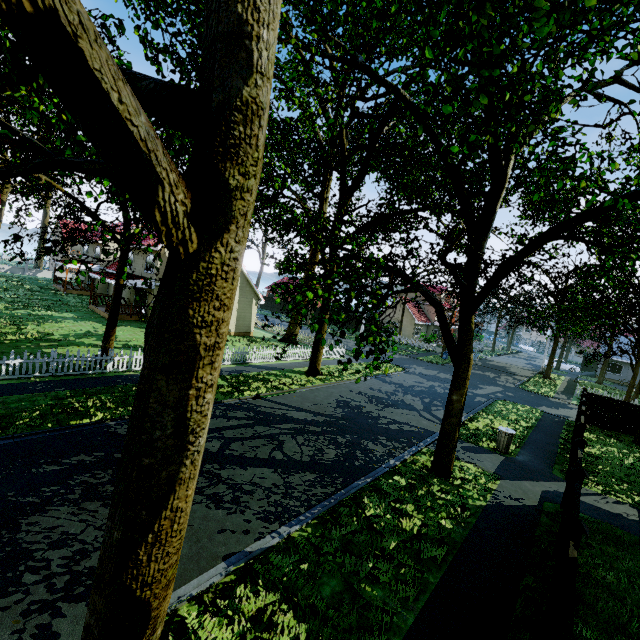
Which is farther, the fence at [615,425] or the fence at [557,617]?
the fence at [615,425]

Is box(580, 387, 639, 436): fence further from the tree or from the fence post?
the tree

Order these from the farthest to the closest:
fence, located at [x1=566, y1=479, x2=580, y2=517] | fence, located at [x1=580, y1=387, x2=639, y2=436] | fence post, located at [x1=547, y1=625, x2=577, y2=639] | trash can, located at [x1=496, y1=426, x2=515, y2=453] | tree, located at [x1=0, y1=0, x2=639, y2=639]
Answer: fence, located at [x1=580, y1=387, x2=639, y2=436] < trash can, located at [x1=496, y1=426, x2=515, y2=453] < fence, located at [x1=566, y1=479, x2=580, y2=517] < fence post, located at [x1=547, y1=625, x2=577, y2=639] < tree, located at [x1=0, y1=0, x2=639, y2=639]

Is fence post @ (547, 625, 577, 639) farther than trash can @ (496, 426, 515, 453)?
No

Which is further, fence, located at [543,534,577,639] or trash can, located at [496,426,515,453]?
trash can, located at [496,426,515,453]

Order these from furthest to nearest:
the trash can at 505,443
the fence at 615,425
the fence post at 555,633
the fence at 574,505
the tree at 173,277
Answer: the fence at 615,425, the trash can at 505,443, the fence at 574,505, the fence post at 555,633, the tree at 173,277

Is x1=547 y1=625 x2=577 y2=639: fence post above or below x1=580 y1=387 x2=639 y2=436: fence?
above

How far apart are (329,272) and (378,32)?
14.72m
